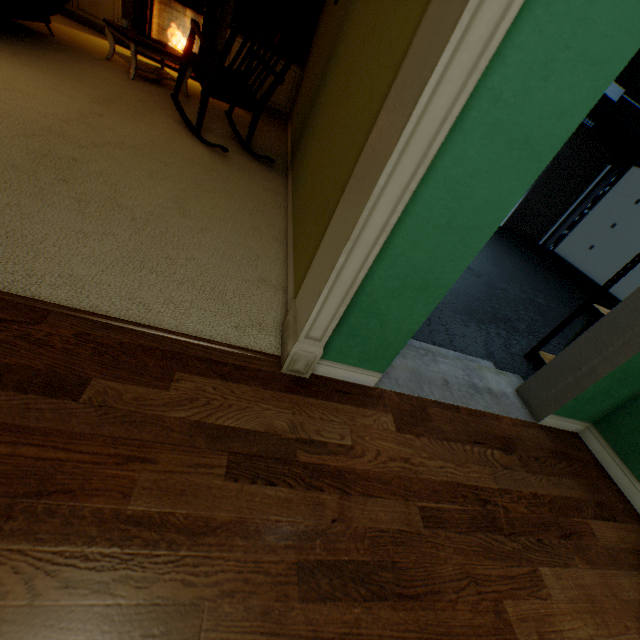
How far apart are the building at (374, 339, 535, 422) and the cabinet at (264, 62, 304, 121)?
4.99m

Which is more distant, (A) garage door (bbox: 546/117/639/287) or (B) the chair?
(A) garage door (bbox: 546/117/639/287)

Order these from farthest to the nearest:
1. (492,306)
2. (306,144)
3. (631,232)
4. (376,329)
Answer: (631,232) < (492,306) < (306,144) < (376,329)

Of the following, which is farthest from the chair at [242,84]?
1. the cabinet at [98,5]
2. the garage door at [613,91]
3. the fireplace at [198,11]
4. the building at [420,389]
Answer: the garage door at [613,91]

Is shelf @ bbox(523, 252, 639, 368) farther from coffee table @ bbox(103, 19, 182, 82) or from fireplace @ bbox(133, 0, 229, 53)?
fireplace @ bbox(133, 0, 229, 53)

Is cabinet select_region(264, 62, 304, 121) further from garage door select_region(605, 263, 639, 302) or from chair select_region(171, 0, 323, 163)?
garage door select_region(605, 263, 639, 302)

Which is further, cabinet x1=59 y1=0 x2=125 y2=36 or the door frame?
cabinet x1=59 y1=0 x2=125 y2=36

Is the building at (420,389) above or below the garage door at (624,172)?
below
